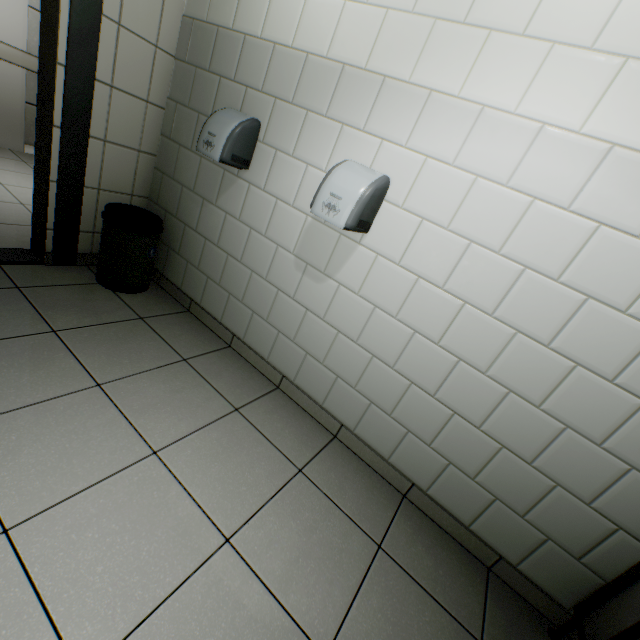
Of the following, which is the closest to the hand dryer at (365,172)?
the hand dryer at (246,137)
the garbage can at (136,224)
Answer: the hand dryer at (246,137)

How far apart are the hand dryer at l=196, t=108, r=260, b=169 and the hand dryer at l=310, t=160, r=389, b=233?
0.65m

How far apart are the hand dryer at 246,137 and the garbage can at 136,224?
0.6m

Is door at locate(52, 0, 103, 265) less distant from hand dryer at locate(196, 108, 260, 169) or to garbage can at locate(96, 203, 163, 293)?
garbage can at locate(96, 203, 163, 293)

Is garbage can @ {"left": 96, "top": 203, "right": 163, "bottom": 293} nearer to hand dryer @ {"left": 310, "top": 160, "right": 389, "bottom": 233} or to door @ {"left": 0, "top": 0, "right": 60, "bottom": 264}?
door @ {"left": 0, "top": 0, "right": 60, "bottom": 264}

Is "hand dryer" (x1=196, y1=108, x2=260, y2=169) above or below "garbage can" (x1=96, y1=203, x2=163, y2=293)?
above

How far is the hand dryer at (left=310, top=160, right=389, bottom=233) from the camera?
1.5 meters

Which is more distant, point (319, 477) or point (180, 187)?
point (180, 187)
